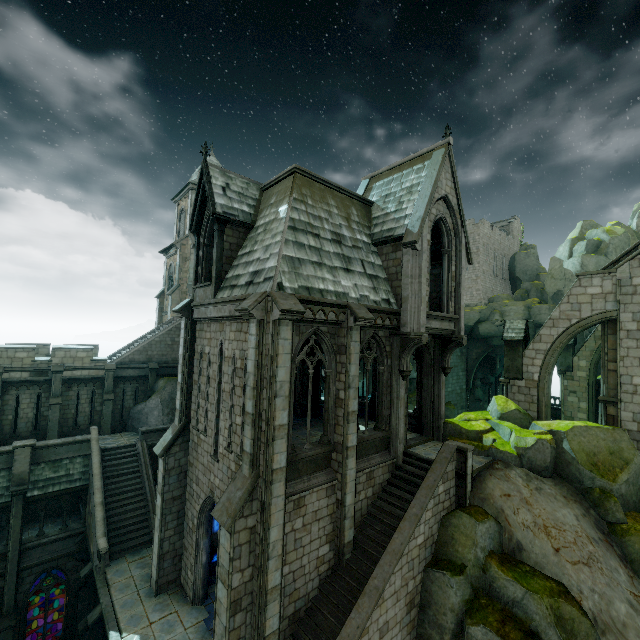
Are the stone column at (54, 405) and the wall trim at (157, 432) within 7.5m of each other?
yes

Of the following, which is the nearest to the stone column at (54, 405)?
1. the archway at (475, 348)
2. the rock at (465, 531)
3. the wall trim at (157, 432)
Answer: the wall trim at (157, 432)

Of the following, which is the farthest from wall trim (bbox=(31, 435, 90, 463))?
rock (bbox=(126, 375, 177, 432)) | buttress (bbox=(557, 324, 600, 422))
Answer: buttress (bbox=(557, 324, 600, 422))

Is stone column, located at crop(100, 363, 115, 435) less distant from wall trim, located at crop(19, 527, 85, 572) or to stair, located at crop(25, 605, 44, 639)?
wall trim, located at crop(19, 527, 85, 572)

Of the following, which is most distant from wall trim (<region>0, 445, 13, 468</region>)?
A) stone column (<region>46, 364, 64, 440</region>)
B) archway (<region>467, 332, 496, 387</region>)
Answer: archway (<region>467, 332, 496, 387</region>)

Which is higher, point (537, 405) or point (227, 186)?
point (227, 186)

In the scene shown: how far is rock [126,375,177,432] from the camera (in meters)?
23.55

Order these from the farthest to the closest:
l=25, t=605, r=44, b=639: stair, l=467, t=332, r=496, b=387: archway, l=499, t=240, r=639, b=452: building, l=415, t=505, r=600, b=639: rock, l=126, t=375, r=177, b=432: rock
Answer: l=467, t=332, r=496, b=387: archway → l=126, t=375, r=177, b=432: rock → l=25, t=605, r=44, b=639: stair → l=499, t=240, r=639, b=452: building → l=415, t=505, r=600, b=639: rock
